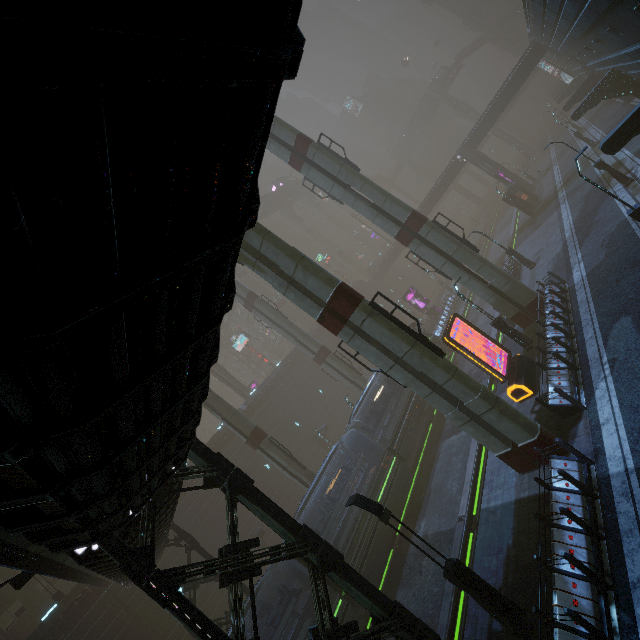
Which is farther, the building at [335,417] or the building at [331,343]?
the building at [331,343]

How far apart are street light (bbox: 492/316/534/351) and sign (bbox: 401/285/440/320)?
23.5 meters

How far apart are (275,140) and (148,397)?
22.2m

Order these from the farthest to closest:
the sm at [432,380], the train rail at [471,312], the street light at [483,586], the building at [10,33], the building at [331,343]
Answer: the building at [331,343] < the train rail at [471,312] < the sm at [432,380] < the street light at [483,586] < the building at [10,33]

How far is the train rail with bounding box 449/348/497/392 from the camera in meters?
21.1 m

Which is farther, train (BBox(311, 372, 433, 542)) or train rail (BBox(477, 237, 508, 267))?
train rail (BBox(477, 237, 508, 267))

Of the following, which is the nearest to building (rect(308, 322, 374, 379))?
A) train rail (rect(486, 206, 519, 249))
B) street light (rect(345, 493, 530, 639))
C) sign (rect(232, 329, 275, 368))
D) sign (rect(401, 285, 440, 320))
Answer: train rail (rect(486, 206, 519, 249))

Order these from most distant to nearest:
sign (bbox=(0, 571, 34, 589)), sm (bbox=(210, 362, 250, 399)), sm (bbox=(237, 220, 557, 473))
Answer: sm (bbox=(210, 362, 250, 399)) → sm (bbox=(237, 220, 557, 473)) → sign (bbox=(0, 571, 34, 589))
